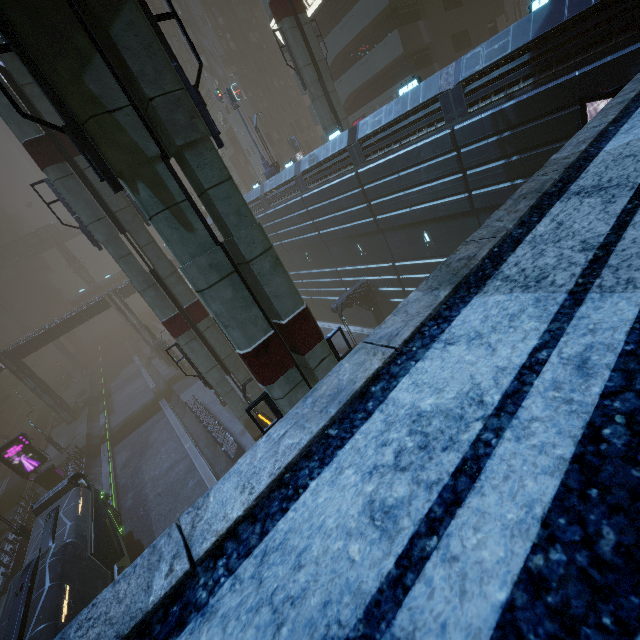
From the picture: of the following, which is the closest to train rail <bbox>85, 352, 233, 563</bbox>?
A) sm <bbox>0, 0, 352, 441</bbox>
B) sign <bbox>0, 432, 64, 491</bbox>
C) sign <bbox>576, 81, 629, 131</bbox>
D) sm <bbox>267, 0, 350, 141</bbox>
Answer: sm <bbox>0, 0, 352, 441</bbox>

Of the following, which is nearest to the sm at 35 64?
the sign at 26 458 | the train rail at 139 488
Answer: the train rail at 139 488

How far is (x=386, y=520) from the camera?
1.0 meters

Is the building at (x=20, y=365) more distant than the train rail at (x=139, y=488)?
Yes

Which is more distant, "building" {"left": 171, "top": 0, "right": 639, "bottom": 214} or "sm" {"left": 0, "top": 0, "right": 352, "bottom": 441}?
"building" {"left": 171, "top": 0, "right": 639, "bottom": 214}

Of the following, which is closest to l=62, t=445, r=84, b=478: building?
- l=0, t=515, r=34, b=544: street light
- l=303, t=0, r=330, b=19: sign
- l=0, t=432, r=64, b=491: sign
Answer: l=303, t=0, r=330, b=19: sign

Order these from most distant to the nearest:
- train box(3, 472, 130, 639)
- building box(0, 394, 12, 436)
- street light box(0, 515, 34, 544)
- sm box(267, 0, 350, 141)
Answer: building box(0, 394, 12, 436) → street light box(0, 515, 34, 544) → sm box(267, 0, 350, 141) → train box(3, 472, 130, 639)

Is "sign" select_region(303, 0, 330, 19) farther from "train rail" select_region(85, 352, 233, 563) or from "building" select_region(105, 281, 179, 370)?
"train rail" select_region(85, 352, 233, 563)
